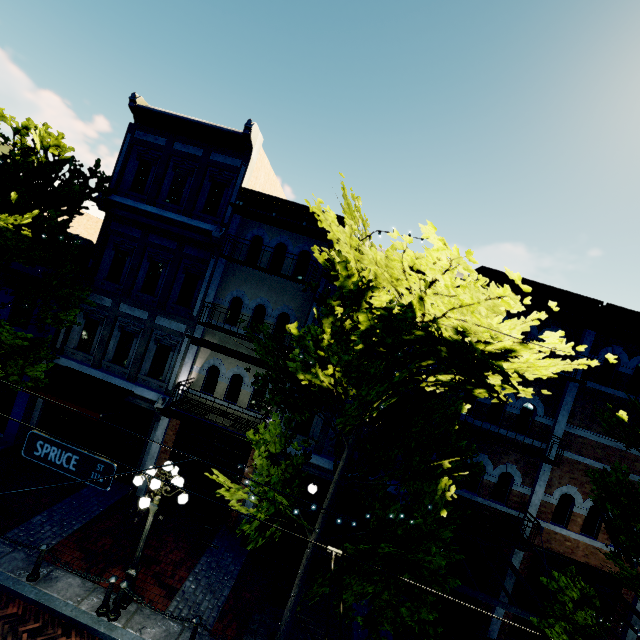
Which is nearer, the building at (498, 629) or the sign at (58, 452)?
the sign at (58, 452)

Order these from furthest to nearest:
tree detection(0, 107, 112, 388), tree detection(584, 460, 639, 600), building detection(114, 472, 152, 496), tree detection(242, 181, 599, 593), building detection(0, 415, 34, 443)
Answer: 1. building detection(0, 415, 34, 443)
2. building detection(114, 472, 152, 496)
3. tree detection(0, 107, 112, 388)
4. tree detection(584, 460, 639, 600)
5. tree detection(242, 181, 599, 593)

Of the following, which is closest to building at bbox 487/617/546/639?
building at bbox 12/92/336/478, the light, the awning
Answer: building at bbox 12/92/336/478

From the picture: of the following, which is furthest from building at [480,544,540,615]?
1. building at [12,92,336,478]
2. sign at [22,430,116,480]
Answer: sign at [22,430,116,480]

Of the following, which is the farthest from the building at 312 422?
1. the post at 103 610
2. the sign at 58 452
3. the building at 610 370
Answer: the sign at 58 452

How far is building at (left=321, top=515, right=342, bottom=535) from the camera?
11.4 meters

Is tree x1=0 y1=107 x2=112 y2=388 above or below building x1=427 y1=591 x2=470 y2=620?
above

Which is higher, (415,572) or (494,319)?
(494,319)
